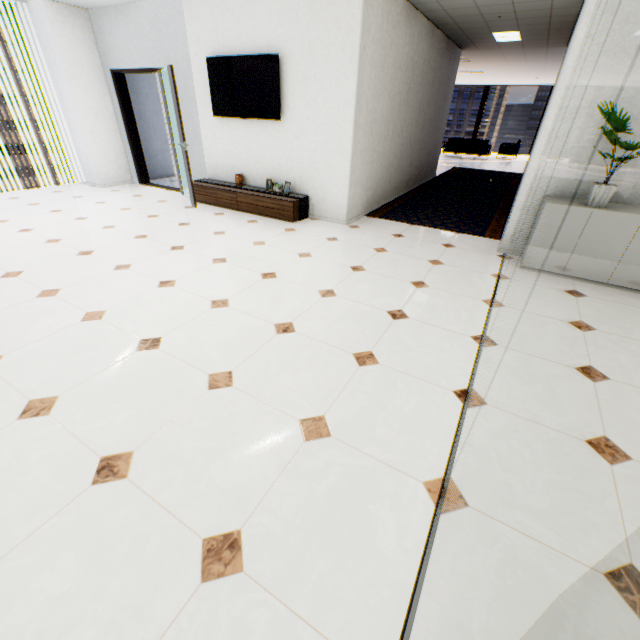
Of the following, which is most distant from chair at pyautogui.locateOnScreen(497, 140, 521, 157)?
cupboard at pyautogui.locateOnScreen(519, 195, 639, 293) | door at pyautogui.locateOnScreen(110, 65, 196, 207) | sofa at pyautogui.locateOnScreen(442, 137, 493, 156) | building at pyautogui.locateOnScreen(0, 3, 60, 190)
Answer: building at pyautogui.locateOnScreen(0, 3, 60, 190)

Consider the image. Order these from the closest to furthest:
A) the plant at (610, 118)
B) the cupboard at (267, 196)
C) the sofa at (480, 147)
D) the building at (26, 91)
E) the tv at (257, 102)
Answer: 1. the plant at (610, 118)
2. the tv at (257, 102)
3. the cupboard at (267, 196)
4. the sofa at (480, 147)
5. the building at (26, 91)

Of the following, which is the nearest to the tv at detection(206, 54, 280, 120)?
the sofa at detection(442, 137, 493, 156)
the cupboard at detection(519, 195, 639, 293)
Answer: the cupboard at detection(519, 195, 639, 293)

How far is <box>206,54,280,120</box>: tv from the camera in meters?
4.7 m

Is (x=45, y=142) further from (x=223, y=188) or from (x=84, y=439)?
(x=84, y=439)

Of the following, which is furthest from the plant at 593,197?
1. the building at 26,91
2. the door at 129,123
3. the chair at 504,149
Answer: the building at 26,91

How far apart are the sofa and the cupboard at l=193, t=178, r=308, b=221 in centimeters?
1244cm

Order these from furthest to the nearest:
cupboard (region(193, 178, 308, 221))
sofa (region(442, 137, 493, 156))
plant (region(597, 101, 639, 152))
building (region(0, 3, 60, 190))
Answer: building (region(0, 3, 60, 190))
sofa (region(442, 137, 493, 156))
cupboard (region(193, 178, 308, 221))
plant (region(597, 101, 639, 152))
